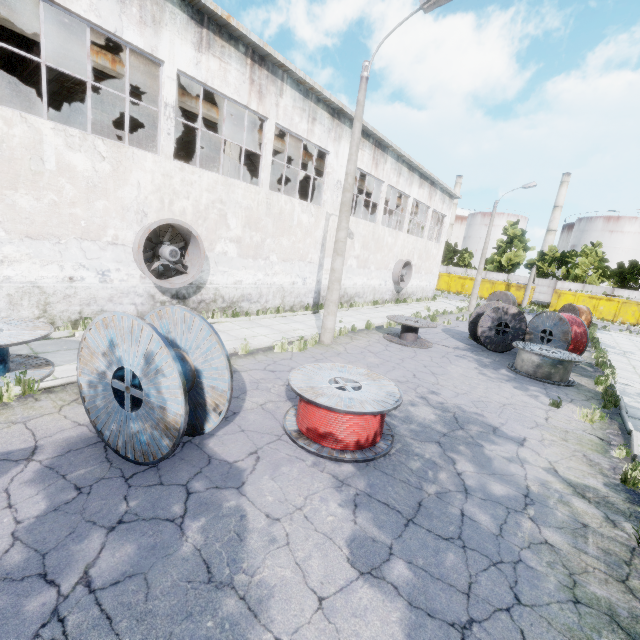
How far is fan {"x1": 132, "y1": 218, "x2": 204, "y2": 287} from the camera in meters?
9.8 m

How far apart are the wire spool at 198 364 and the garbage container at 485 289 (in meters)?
43.30

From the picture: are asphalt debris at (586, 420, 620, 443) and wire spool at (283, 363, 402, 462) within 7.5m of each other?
yes

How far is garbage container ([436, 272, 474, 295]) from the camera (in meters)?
42.83

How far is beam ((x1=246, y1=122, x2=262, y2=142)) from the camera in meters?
15.3 m

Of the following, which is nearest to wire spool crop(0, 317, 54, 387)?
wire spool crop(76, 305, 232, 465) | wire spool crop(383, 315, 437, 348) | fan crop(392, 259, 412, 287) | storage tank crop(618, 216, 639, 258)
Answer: wire spool crop(76, 305, 232, 465)

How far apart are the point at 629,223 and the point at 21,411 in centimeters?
8461cm

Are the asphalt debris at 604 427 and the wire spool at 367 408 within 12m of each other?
yes
